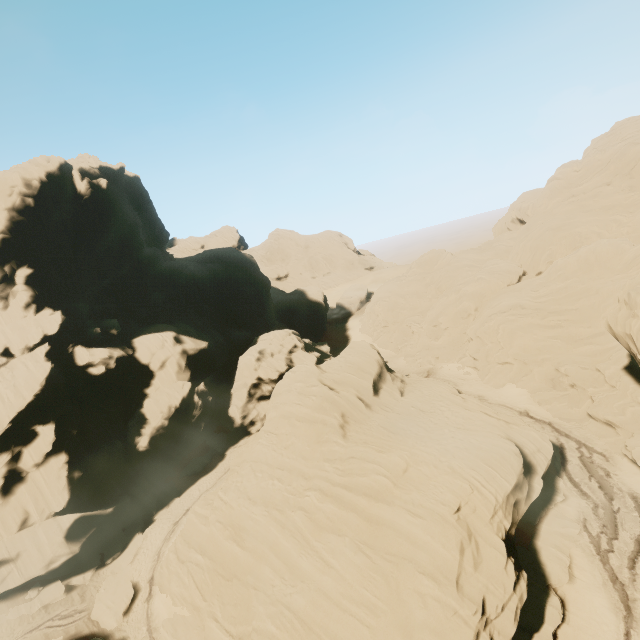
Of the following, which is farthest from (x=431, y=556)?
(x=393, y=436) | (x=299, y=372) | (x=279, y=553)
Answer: (x=299, y=372)

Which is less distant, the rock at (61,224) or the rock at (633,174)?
the rock at (61,224)

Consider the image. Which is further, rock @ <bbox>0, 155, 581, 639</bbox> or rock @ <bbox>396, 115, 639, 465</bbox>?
rock @ <bbox>396, 115, 639, 465</bbox>
